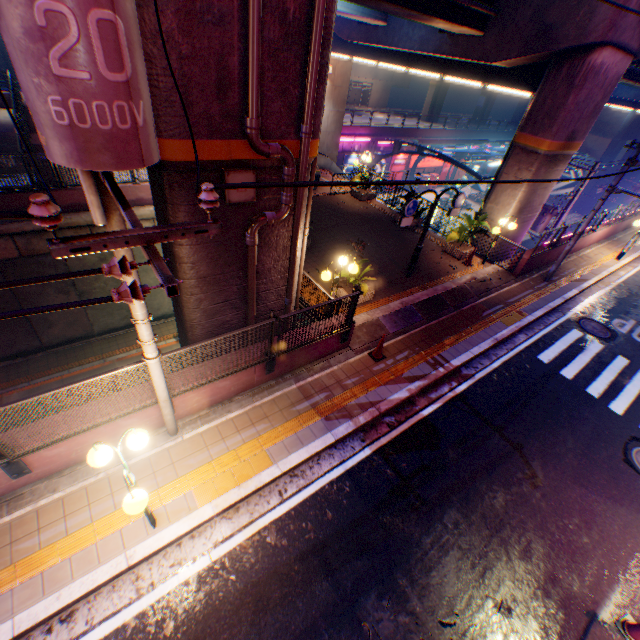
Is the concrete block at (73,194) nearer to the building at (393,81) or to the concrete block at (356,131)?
the concrete block at (356,131)

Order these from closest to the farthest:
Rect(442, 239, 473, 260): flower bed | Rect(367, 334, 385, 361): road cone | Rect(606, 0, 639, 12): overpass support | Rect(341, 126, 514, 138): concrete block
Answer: Rect(367, 334, 385, 361): road cone
Rect(606, 0, 639, 12): overpass support
Rect(442, 239, 473, 260): flower bed
Rect(341, 126, 514, 138): concrete block

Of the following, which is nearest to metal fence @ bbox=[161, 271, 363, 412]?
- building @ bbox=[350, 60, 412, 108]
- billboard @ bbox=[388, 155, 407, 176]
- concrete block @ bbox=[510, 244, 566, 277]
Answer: concrete block @ bbox=[510, 244, 566, 277]

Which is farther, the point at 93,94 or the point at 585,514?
the point at 585,514

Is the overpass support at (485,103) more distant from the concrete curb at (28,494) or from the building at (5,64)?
the building at (5,64)

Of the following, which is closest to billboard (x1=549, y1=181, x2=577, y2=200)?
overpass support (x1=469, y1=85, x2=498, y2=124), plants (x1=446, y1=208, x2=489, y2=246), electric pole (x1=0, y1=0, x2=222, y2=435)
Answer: overpass support (x1=469, y1=85, x2=498, y2=124)

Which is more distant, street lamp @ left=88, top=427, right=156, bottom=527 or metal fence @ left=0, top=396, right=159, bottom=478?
metal fence @ left=0, top=396, right=159, bottom=478

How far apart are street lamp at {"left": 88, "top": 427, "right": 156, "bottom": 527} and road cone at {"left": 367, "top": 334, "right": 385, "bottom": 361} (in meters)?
6.07
